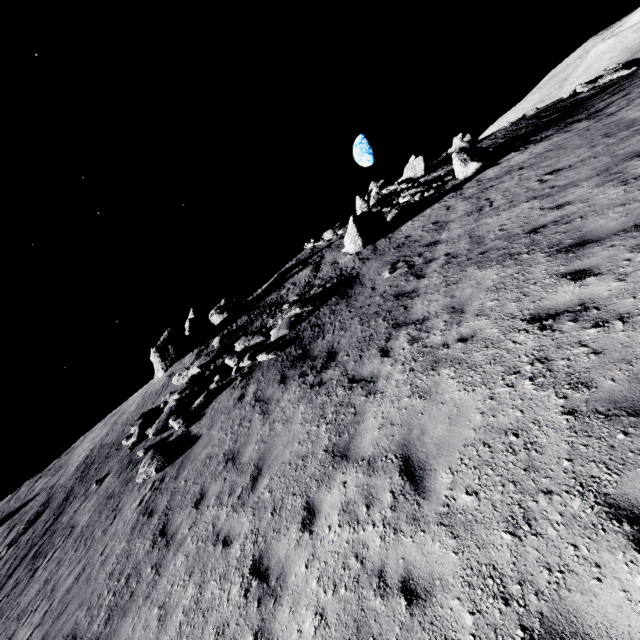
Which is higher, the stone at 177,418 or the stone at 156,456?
the stone at 177,418

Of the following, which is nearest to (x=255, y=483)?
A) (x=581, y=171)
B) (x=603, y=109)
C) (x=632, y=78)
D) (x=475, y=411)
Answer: (x=475, y=411)

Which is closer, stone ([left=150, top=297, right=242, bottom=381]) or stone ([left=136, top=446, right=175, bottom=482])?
stone ([left=136, top=446, right=175, bottom=482])

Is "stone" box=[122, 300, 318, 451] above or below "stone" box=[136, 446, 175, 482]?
above

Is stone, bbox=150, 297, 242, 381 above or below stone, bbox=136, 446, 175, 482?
above

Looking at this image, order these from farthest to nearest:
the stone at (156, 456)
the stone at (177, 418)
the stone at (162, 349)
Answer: the stone at (162, 349), the stone at (177, 418), the stone at (156, 456)

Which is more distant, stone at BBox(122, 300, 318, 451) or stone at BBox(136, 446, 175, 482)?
stone at BBox(122, 300, 318, 451)

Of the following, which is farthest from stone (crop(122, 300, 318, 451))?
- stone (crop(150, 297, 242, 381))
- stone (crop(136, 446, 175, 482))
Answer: stone (crop(150, 297, 242, 381))
